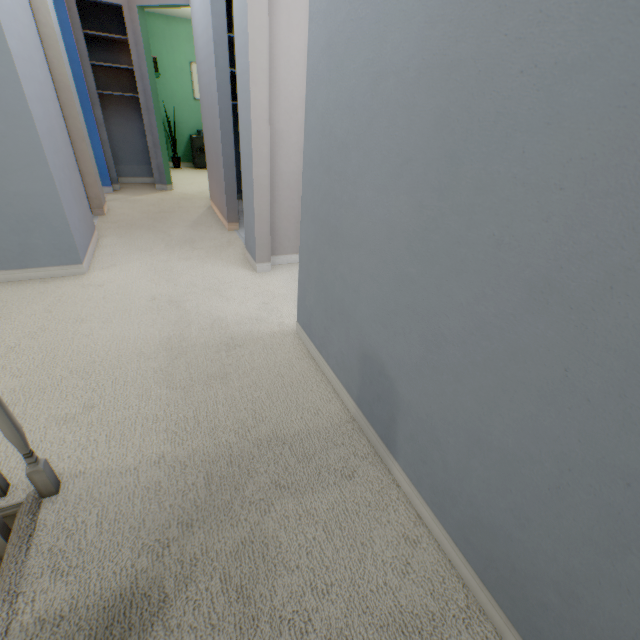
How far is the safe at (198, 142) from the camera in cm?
662

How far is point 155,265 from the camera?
2.6 meters

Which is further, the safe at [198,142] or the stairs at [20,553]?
the safe at [198,142]

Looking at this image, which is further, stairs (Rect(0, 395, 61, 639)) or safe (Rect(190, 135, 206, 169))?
safe (Rect(190, 135, 206, 169))

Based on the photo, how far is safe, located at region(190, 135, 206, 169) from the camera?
6.6 meters
